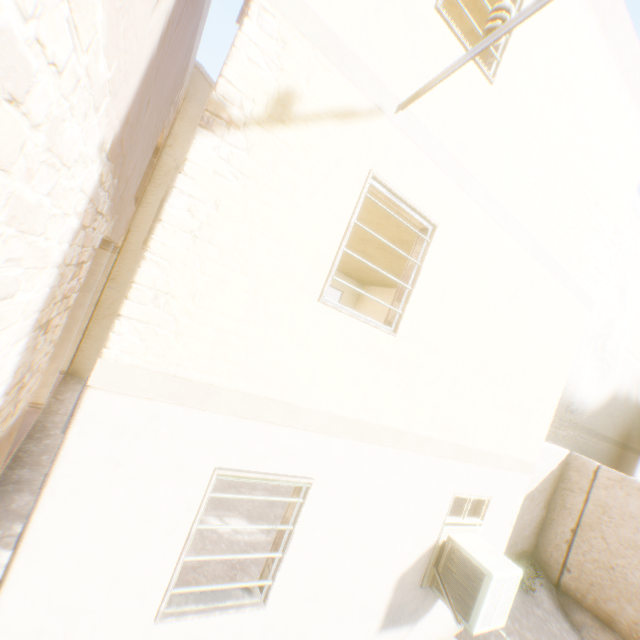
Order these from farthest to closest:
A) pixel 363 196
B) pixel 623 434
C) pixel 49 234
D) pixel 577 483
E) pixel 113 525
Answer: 1. pixel 623 434
2. pixel 577 483
3. pixel 363 196
4. pixel 113 525
5. pixel 49 234
